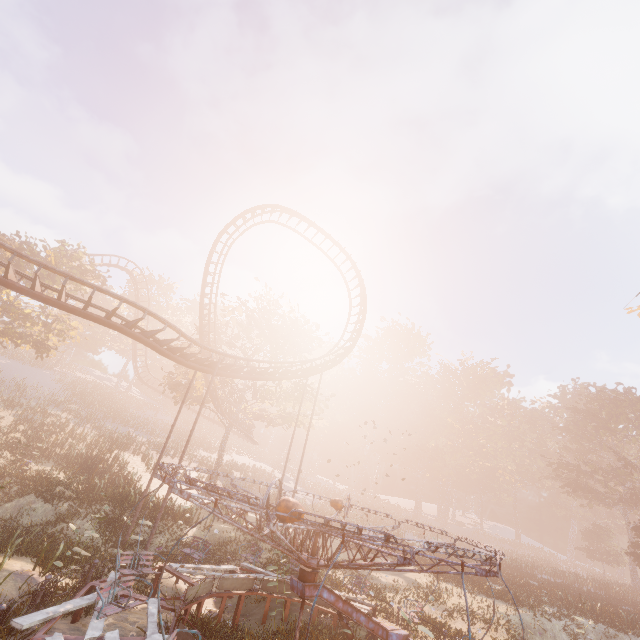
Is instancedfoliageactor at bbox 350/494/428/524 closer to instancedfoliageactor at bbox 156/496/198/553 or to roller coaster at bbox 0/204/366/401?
roller coaster at bbox 0/204/366/401

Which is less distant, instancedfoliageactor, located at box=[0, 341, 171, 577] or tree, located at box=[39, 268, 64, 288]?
instancedfoliageactor, located at box=[0, 341, 171, 577]

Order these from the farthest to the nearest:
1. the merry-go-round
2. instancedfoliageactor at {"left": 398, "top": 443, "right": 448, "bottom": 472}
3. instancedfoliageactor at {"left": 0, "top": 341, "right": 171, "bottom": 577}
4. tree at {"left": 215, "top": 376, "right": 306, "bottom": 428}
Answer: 1. instancedfoliageactor at {"left": 398, "top": 443, "right": 448, "bottom": 472}
2. tree at {"left": 215, "top": 376, "right": 306, "bottom": 428}
3. instancedfoliageactor at {"left": 0, "top": 341, "right": 171, "bottom": 577}
4. the merry-go-round

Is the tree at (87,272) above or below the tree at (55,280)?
above

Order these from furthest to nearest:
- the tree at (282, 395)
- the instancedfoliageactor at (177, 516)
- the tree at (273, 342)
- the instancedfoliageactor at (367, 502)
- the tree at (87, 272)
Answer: the instancedfoliageactor at (367, 502), the tree at (273, 342), the tree at (282, 395), the tree at (87, 272), the instancedfoliageactor at (177, 516)

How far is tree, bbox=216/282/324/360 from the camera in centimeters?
3059cm

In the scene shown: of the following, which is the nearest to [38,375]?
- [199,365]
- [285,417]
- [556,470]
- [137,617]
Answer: [285,417]
